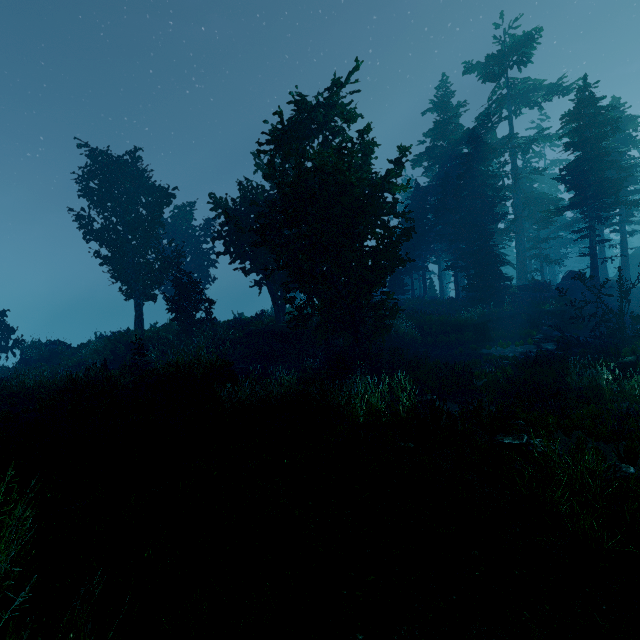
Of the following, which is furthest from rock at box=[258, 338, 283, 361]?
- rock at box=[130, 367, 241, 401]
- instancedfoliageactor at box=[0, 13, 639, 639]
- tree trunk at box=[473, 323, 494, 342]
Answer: tree trunk at box=[473, 323, 494, 342]

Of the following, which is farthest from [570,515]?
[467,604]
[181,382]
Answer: [181,382]

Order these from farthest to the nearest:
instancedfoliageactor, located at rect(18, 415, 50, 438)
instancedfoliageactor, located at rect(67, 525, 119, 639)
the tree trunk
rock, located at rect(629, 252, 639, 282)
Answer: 1. rock, located at rect(629, 252, 639, 282)
2. the tree trunk
3. instancedfoliageactor, located at rect(18, 415, 50, 438)
4. instancedfoliageactor, located at rect(67, 525, 119, 639)

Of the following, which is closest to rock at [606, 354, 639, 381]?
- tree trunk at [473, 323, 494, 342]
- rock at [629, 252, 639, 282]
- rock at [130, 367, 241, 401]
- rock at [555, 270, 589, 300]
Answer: tree trunk at [473, 323, 494, 342]

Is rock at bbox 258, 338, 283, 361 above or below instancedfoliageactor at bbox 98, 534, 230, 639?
below

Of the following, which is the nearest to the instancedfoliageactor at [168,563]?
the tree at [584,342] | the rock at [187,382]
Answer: the tree at [584,342]

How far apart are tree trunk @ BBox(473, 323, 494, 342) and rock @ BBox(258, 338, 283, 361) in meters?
13.2

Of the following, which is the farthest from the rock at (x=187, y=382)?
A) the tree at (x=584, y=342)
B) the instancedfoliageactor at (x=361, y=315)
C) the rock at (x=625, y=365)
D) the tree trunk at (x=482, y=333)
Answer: the tree at (x=584, y=342)
